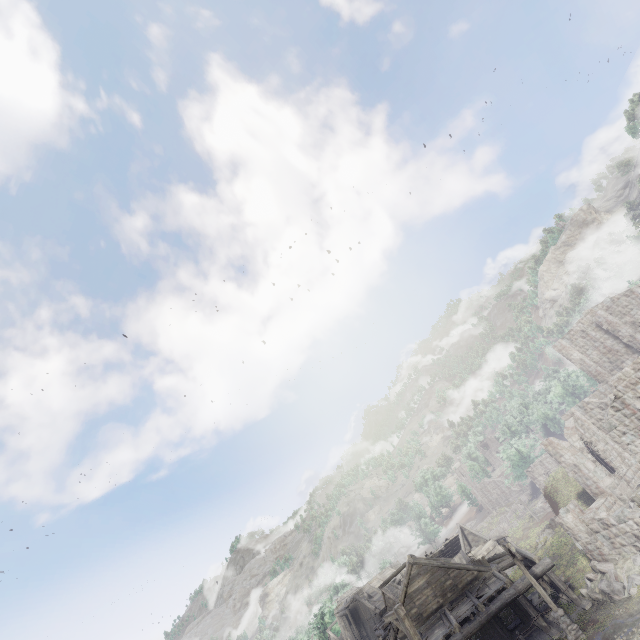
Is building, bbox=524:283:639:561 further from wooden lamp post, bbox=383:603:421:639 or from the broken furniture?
wooden lamp post, bbox=383:603:421:639

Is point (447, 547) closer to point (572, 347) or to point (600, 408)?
point (600, 408)

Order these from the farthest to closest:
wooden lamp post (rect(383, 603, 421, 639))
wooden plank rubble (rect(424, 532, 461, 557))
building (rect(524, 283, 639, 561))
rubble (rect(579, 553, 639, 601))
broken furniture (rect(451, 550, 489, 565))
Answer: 1. wooden plank rubble (rect(424, 532, 461, 557))
2. broken furniture (rect(451, 550, 489, 565))
3. building (rect(524, 283, 639, 561))
4. rubble (rect(579, 553, 639, 601))
5. wooden lamp post (rect(383, 603, 421, 639))

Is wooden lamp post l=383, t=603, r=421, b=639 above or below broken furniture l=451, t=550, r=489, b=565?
above

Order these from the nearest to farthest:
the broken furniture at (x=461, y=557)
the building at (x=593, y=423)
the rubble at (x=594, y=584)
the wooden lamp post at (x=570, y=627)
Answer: the wooden lamp post at (x=570, y=627) < the rubble at (x=594, y=584) < the building at (x=593, y=423) < the broken furniture at (x=461, y=557)

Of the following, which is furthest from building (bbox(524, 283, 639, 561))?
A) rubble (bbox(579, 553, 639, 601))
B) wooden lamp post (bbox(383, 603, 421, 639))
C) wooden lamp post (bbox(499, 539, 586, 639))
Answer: wooden lamp post (bbox(383, 603, 421, 639))

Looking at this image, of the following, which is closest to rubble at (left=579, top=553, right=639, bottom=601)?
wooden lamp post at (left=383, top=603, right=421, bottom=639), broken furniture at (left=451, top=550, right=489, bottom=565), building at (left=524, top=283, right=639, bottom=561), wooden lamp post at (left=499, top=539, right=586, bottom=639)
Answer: building at (left=524, top=283, right=639, bottom=561)

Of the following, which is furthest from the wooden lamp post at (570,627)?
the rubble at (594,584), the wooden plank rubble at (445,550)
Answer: the wooden plank rubble at (445,550)
